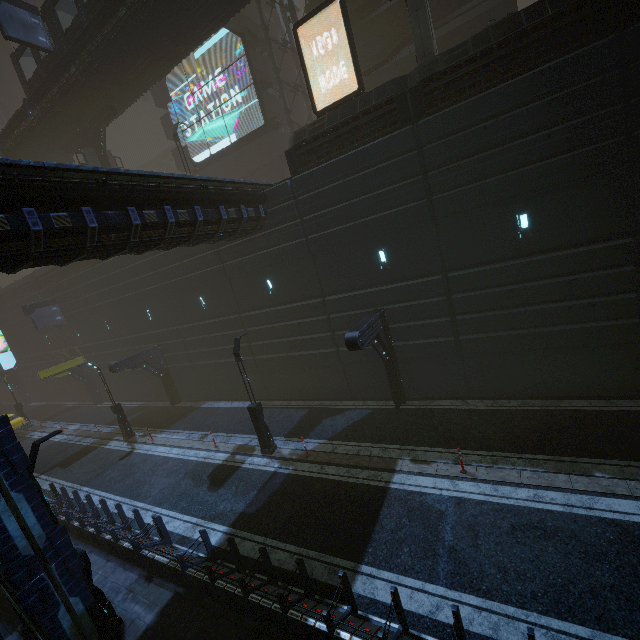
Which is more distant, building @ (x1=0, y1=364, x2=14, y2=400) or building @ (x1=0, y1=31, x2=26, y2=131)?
building @ (x1=0, y1=31, x2=26, y2=131)

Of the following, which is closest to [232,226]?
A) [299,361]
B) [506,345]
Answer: [299,361]

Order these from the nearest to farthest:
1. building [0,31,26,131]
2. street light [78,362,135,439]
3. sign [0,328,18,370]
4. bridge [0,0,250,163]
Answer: bridge [0,0,250,163], street light [78,362,135,439], sign [0,328,18,370], building [0,31,26,131]

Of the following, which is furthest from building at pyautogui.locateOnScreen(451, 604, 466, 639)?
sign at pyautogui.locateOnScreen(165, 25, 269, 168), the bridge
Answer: the bridge

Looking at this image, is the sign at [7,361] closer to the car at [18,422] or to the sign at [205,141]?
the car at [18,422]

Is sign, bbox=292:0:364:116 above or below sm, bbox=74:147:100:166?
below

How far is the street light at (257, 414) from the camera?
14.19m

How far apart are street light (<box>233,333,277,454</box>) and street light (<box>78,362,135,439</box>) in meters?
11.3
